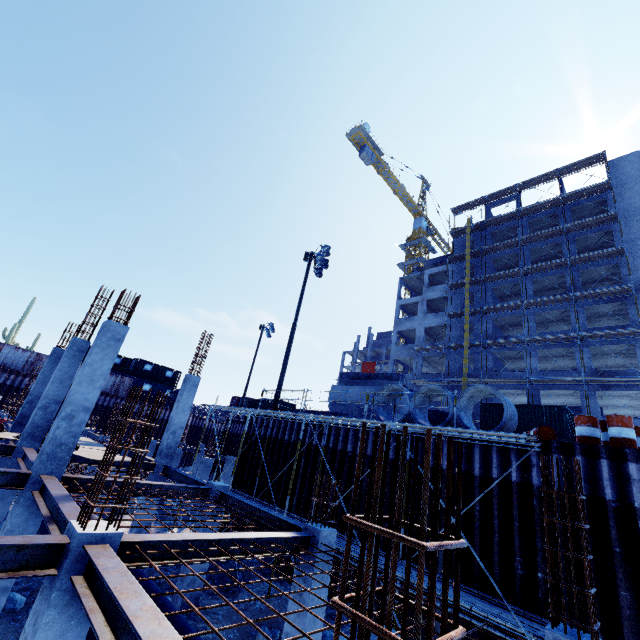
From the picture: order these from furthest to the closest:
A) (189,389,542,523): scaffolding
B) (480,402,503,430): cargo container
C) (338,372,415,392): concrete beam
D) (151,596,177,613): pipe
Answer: (480,402,503,430): cargo container < (338,372,415,392): concrete beam < (189,389,542,523): scaffolding < (151,596,177,613): pipe

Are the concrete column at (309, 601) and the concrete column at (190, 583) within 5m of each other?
yes

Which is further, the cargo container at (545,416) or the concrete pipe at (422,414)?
the cargo container at (545,416)

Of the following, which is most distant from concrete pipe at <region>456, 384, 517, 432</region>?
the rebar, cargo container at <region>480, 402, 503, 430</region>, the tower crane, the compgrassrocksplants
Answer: the tower crane

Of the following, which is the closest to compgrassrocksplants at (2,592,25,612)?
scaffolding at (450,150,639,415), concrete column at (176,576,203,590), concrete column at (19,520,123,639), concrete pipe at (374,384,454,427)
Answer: concrete column at (176,576,203,590)

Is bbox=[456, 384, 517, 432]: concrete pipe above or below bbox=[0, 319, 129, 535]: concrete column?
above

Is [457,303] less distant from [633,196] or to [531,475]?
[633,196]

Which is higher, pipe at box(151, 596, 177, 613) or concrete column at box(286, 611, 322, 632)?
concrete column at box(286, 611, 322, 632)
